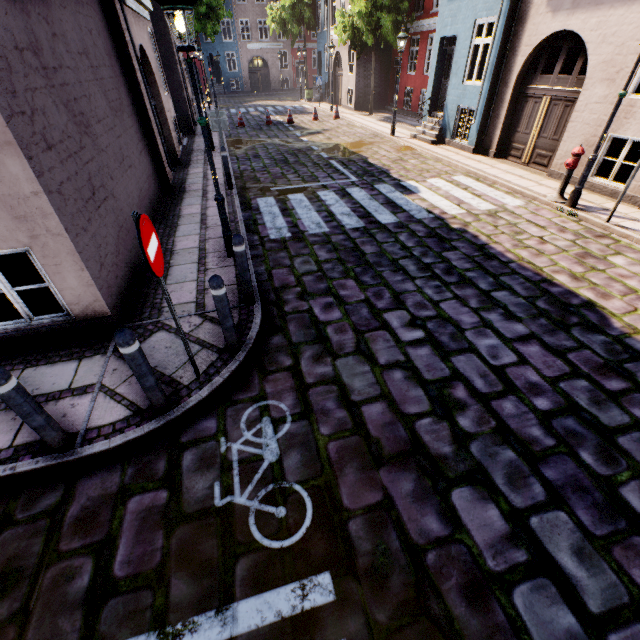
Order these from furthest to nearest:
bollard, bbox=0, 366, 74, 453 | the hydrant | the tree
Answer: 1. the tree
2. the hydrant
3. bollard, bbox=0, 366, 74, 453

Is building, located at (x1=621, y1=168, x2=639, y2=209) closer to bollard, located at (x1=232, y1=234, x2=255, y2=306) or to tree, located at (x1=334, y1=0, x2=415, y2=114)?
tree, located at (x1=334, y1=0, x2=415, y2=114)

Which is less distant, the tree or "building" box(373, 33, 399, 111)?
the tree

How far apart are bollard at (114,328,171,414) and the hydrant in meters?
9.5

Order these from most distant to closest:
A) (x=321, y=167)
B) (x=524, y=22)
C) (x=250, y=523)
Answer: (x=321, y=167) → (x=524, y=22) → (x=250, y=523)

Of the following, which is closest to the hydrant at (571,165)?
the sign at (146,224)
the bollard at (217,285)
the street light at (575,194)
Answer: the street light at (575,194)

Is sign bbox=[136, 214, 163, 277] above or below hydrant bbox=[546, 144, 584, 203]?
above

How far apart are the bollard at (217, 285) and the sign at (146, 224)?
0.5 meters
